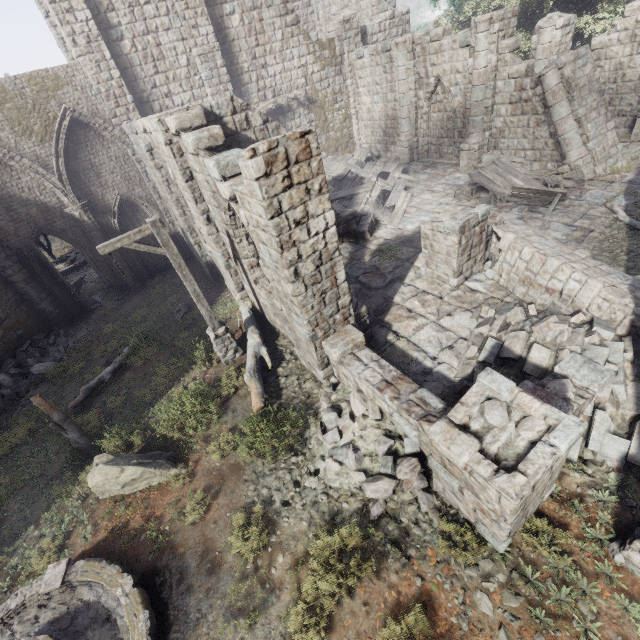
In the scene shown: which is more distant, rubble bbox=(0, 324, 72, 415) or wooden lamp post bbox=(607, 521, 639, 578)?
rubble bbox=(0, 324, 72, 415)

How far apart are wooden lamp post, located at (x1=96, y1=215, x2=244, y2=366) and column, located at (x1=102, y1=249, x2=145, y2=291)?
10.2 meters

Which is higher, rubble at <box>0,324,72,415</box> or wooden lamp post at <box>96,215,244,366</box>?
wooden lamp post at <box>96,215,244,366</box>

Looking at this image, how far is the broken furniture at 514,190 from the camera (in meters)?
12.17

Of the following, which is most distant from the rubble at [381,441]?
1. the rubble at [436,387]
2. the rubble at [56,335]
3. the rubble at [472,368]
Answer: the rubble at [56,335]

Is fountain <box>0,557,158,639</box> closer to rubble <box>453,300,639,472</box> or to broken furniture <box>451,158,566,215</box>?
rubble <box>453,300,639,472</box>

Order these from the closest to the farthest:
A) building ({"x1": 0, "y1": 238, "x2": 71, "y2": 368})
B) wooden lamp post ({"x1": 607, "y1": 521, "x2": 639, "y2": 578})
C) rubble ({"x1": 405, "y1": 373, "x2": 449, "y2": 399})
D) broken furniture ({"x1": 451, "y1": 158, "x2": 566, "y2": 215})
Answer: wooden lamp post ({"x1": 607, "y1": 521, "x2": 639, "y2": 578})
rubble ({"x1": 405, "y1": 373, "x2": 449, "y2": 399})
broken furniture ({"x1": 451, "y1": 158, "x2": 566, "y2": 215})
building ({"x1": 0, "y1": 238, "x2": 71, "y2": 368})

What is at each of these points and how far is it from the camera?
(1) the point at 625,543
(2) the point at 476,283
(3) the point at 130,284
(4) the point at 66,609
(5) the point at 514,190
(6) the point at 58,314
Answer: (1) wooden lamp post, 4.4m
(2) building, 9.8m
(3) column, 18.4m
(4) fountain, 5.6m
(5) broken furniture, 12.9m
(6) building, 16.5m
